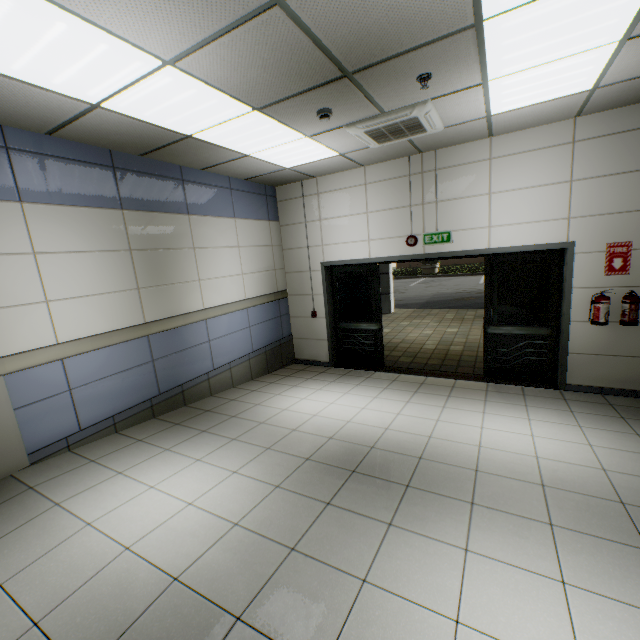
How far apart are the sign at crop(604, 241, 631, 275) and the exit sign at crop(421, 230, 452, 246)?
2.0m

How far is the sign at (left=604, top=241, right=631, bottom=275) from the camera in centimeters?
433cm

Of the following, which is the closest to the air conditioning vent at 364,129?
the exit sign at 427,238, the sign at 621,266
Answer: the exit sign at 427,238

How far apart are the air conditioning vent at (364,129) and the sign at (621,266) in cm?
279

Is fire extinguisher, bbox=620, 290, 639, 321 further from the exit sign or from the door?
the exit sign

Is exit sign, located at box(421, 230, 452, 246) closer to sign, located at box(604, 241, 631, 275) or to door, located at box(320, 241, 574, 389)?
door, located at box(320, 241, 574, 389)

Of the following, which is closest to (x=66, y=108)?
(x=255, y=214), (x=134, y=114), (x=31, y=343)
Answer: (x=134, y=114)

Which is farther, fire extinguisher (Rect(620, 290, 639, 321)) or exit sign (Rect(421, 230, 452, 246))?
exit sign (Rect(421, 230, 452, 246))
